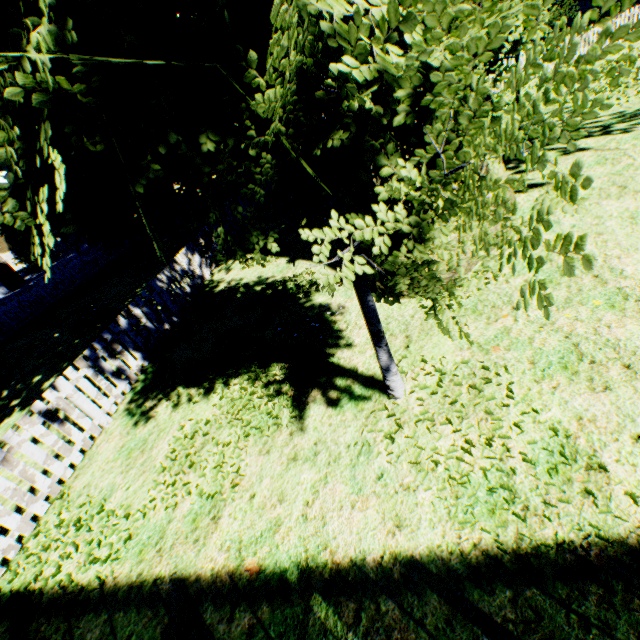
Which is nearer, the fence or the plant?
the plant

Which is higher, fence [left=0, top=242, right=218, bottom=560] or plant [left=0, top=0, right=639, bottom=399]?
plant [left=0, top=0, right=639, bottom=399]

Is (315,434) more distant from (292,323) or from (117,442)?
(117,442)

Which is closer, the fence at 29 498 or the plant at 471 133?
the plant at 471 133

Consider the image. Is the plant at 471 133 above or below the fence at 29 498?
above
